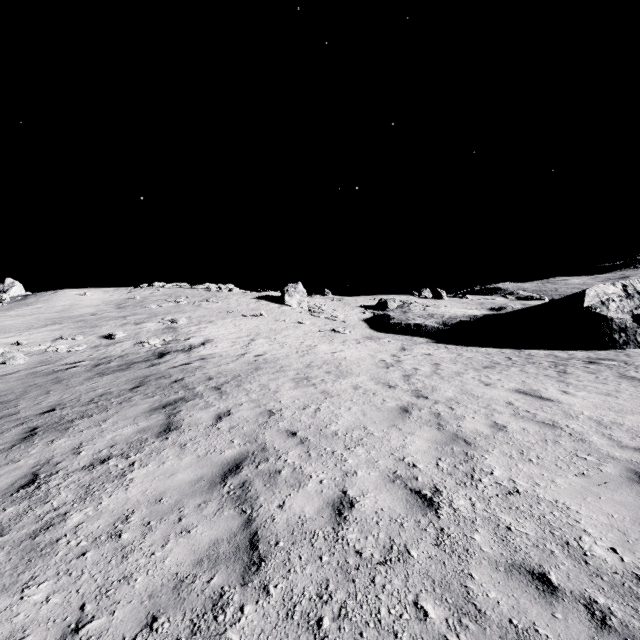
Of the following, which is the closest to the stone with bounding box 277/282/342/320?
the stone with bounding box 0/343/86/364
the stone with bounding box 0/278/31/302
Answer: the stone with bounding box 0/343/86/364

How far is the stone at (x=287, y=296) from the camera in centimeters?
3575cm

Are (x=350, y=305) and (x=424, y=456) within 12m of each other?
no

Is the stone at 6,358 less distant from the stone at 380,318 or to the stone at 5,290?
the stone at 380,318

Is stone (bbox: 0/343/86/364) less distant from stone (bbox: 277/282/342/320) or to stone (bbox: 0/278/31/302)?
stone (bbox: 277/282/342/320)

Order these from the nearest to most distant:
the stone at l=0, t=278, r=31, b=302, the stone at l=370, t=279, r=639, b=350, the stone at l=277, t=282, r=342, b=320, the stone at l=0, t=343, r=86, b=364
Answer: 1. the stone at l=0, t=343, r=86, b=364
2. the stone at l=370, t=279, r=639, b=350
3. the stone at l=277, t=282, r=342, b=320
4. the stone at l=0, t=278, r=31, b=302

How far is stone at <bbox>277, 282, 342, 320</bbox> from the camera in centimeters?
3575cm
